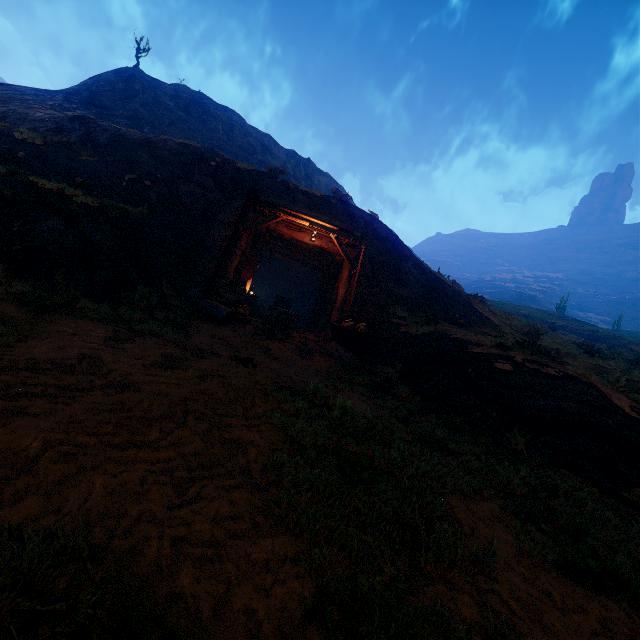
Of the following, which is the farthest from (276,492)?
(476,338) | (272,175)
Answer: (272,175)

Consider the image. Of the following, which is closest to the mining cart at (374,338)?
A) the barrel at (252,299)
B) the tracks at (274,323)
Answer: the tracks at (274,323)

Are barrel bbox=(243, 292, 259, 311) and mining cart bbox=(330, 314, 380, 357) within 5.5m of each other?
no

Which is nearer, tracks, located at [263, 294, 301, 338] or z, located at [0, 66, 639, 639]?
z, located at [0, 66, 639, 639]

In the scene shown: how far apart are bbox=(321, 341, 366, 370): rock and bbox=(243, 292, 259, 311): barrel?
7.4 meters

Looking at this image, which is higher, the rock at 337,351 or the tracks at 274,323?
the tracks at 274,323

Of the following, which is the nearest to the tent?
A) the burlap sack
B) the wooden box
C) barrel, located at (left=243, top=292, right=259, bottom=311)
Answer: the wooden box

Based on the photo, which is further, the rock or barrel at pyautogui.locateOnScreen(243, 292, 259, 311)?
barrel at pyautogui.locateOnScreen(243, 292, 259, 311)
